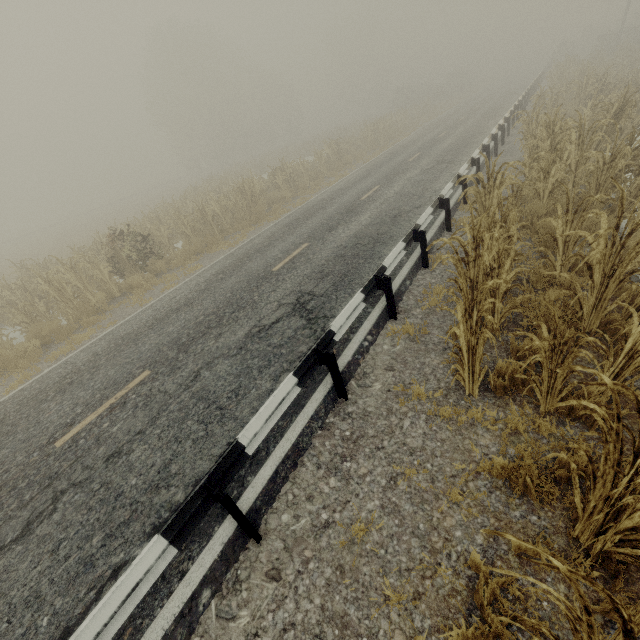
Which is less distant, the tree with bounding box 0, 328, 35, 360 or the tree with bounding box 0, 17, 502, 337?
the tree with bounding box 0, 328, 35, 360

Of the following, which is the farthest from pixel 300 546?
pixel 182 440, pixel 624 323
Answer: pixel 624 323

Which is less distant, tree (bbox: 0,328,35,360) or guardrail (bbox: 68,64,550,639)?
guardrail (bbox: 68,64,550,639)

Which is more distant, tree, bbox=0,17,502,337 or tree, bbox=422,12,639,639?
tree, bbox=0,17,502,337

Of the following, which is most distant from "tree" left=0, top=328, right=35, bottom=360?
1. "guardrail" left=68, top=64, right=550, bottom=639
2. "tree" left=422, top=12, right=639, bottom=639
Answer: "guardrail" left=68, top=64, right=550, bottom=639

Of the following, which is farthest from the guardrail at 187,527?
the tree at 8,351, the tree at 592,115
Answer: the tree at 8,351
